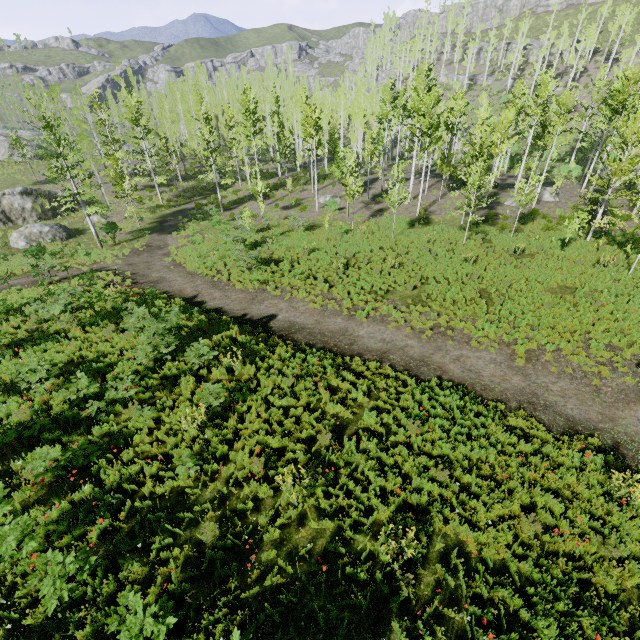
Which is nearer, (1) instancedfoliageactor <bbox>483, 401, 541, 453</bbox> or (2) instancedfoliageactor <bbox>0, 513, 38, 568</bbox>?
(2) instancedfoliageactor <bbox>0, 513, 38, 568</bbox>

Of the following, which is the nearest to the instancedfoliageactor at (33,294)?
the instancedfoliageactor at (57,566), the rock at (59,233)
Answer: the rock at (59,233)

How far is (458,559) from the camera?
6.37m

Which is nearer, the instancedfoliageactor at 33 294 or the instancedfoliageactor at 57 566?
the instancedfoliageactor at 57 566

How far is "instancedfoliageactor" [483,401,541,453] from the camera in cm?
847

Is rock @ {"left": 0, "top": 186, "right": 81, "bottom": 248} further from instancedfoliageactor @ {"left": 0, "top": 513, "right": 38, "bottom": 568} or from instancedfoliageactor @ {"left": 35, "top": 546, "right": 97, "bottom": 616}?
instancedfoliageactor @ {"left": 35, "top": 546, "right": 97, "bottom": 616}
